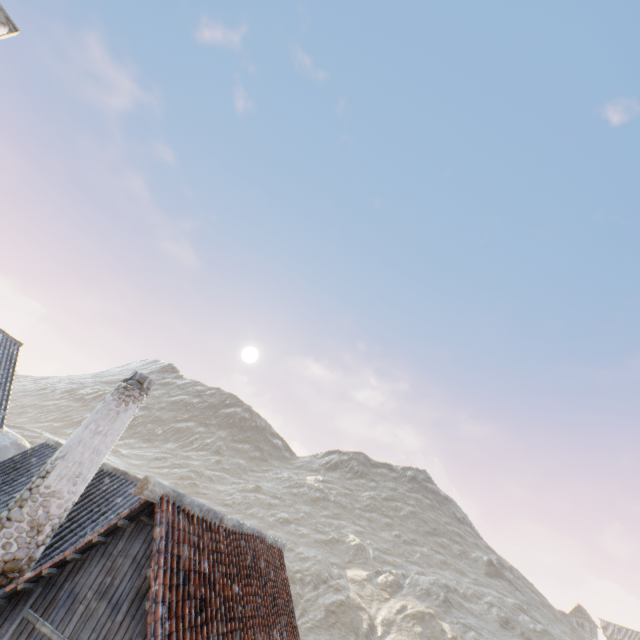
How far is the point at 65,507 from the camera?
6.64m

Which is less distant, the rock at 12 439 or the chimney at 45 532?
the chimney at 45 532

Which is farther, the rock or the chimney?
the rock
